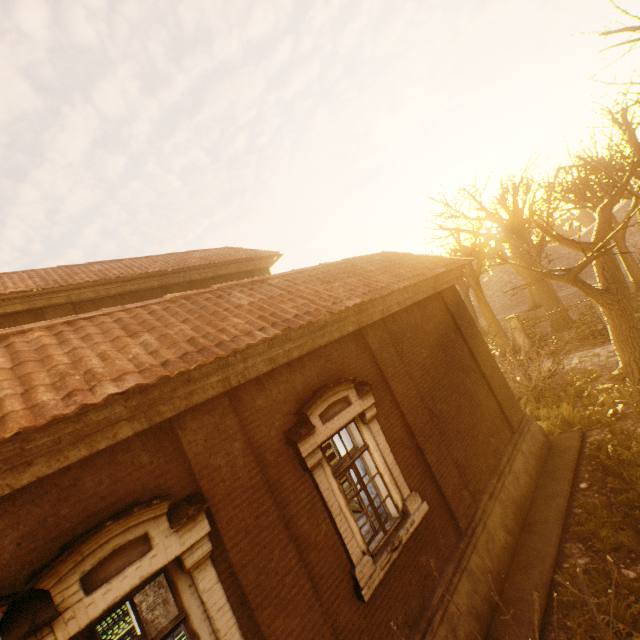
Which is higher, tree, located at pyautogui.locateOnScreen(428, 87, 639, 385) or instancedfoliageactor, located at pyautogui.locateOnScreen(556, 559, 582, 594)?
tree, located at pyautogui.locateOnScreen(428, 87, 639, 385)

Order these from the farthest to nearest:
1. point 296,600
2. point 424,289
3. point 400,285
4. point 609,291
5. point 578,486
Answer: point 609,291 < point 424,289 < point 578,486 < point 400,285 < point 296,600

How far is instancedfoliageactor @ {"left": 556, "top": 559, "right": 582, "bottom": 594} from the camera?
5.4m

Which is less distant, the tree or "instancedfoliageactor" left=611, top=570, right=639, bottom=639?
"instancedfoliageactor" left=611, top=570, right=639, bottom=639

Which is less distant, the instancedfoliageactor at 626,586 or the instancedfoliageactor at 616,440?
the instancedfoliageactor at 626,586

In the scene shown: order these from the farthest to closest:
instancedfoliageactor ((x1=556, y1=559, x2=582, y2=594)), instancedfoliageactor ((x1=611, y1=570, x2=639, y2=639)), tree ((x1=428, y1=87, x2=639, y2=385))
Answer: tree ((x1=428, y1=87, x2=639, y2=385)) → instancedfoliageactor ((x1=556, y1=559, x2=582, y2=594)) → instancedfoliageactor ((x1=611, y1=570, x2=639, y2=639))

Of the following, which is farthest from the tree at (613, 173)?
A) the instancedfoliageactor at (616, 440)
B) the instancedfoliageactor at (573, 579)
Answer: the instancedfoliageactor at (573, 579)

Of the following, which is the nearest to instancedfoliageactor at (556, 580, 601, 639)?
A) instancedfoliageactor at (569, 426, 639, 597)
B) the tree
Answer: instancedfoliageactor at (569, 426, 639, 597)
